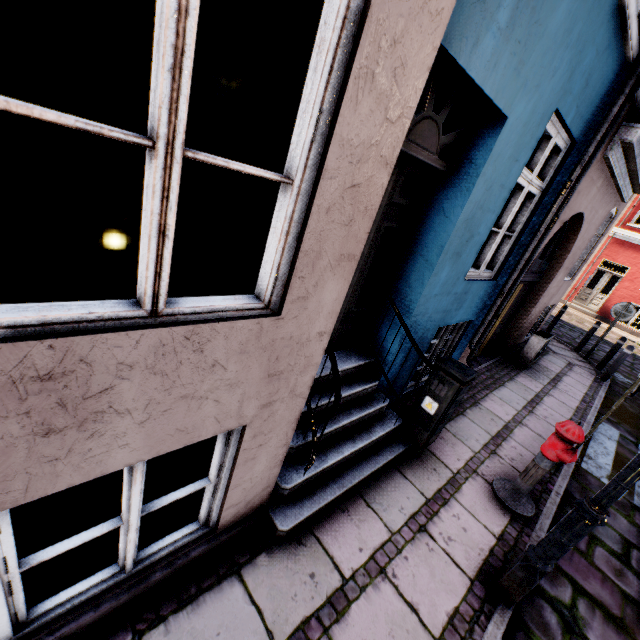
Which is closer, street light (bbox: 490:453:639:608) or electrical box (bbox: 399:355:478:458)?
street light (bbox: 490:453:639:608)

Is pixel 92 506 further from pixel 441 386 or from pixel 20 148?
pixel 20 148

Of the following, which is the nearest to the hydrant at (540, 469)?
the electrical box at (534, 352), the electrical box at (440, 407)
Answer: the electrical box at (440, 407)

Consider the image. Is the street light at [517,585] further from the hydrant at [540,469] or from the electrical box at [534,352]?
the electrical box at [534,352]

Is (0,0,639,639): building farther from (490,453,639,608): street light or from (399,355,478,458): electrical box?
(490,453,639,608): street light

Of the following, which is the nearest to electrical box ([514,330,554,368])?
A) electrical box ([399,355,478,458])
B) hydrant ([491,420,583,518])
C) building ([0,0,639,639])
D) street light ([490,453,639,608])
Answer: building ([0,0,639,639])

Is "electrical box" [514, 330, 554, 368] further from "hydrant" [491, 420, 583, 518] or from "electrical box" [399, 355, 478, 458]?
"electrical box" [399, 355, 478, 458]

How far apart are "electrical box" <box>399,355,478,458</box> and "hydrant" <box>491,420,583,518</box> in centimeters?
87cm
